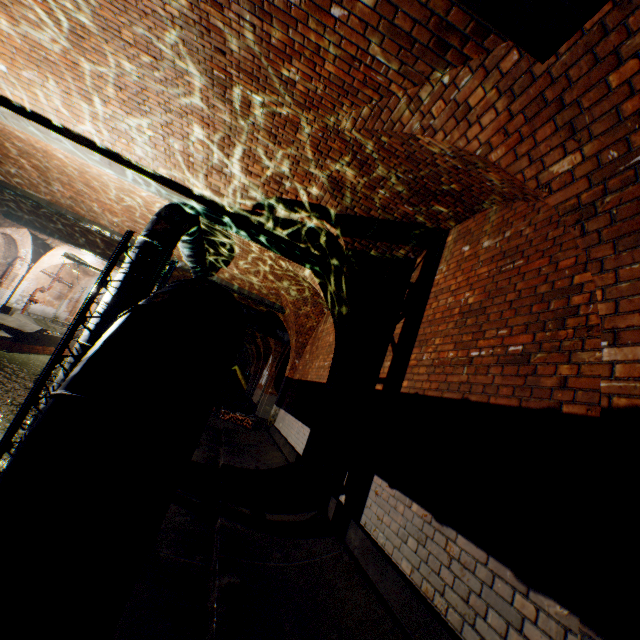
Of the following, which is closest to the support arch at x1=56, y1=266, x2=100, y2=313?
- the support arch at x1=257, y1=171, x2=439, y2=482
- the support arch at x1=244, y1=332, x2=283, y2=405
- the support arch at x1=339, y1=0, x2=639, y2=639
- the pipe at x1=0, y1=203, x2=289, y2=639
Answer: the support arch at x1=244, y1=332, x2=283, y2=405

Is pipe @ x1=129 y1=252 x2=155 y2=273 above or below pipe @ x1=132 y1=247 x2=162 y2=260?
below

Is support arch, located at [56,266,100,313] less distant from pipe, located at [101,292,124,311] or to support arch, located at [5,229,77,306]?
support arch, located at [5,229,77,306]

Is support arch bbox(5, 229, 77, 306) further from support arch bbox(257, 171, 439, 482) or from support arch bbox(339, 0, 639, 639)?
support arch bbox(339, 0, 639, 639)

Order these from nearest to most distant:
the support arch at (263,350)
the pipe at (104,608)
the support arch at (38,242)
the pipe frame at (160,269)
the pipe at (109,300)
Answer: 1. the pipe at (104,608)
2. the pipe frame at (160,269)
3. the pipe at (109,300)
4. the support arch at (263,350)
5. the support arch at (38,242)

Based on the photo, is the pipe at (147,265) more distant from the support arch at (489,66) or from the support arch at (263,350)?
the support arch at (263,350)

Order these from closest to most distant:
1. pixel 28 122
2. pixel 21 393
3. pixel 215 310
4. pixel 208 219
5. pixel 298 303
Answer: pixel 215 310
pixel 28 122
pixel 208 219
pixel 298 303
pixel 21 393

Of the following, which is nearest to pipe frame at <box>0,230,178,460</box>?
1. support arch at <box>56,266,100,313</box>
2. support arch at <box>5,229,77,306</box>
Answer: support arch at <box>5,229,77,306</box>
